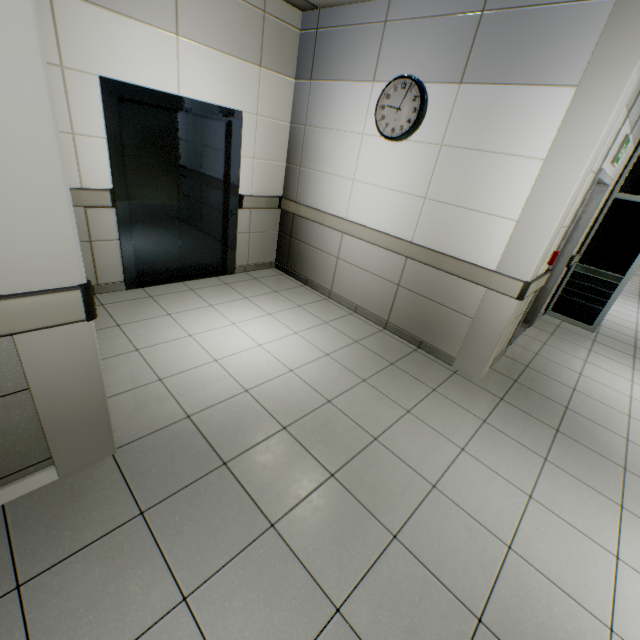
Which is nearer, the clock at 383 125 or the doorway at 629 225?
the clock at 383 125

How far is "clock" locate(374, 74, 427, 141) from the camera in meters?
3.1

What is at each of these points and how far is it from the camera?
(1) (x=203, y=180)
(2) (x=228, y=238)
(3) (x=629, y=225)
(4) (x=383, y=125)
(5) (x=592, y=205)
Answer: (1) elevator door, 4.07m
(2) elevator, 4.52m
(3) doorway, 4.71m
(4) clock, 3.45m
(5) door, 4.26m

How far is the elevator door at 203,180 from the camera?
3.4m

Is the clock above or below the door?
above

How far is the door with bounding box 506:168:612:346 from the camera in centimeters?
359cm

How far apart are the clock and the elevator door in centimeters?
188cm

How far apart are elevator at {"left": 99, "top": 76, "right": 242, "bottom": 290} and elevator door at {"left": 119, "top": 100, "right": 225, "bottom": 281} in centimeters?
0cm
